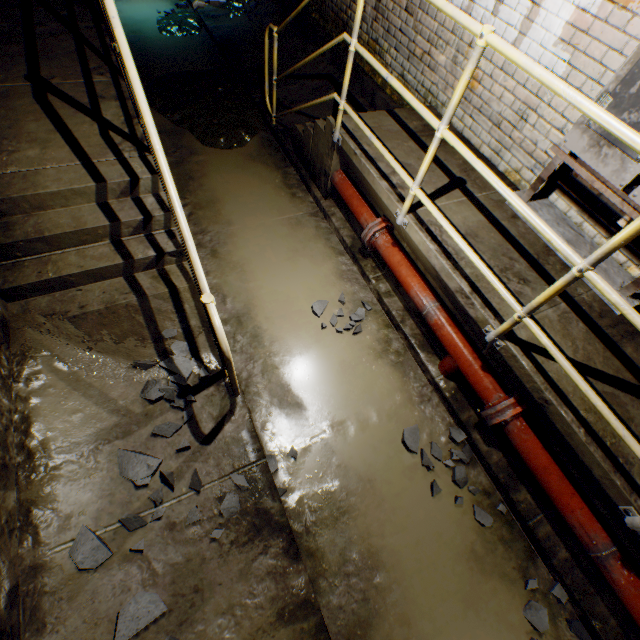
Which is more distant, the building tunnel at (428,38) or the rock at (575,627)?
the building tunnel at (428,38)

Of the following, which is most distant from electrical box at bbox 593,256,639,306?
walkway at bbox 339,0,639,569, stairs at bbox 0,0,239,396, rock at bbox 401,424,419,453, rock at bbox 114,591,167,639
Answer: rock at bbox 114,591,167,639

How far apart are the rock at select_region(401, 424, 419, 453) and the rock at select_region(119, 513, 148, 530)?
1.71m

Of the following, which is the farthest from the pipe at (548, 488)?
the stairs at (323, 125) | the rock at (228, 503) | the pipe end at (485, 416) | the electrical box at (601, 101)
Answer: the stairs at (323, 125)

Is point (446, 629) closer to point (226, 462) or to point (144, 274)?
point (226, 462)

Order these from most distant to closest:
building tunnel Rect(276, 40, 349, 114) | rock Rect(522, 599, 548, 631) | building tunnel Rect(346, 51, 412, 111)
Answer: building tunnel Rect(276, 40, 349, 114) < building tunnel Rect(346, 51, 412, 111) < rock Rect(522, 599, 548, 631)

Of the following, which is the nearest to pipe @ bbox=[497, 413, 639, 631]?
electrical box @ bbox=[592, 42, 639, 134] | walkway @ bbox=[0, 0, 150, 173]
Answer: electrical box @ bbox=[592, 42, 639, 134]
